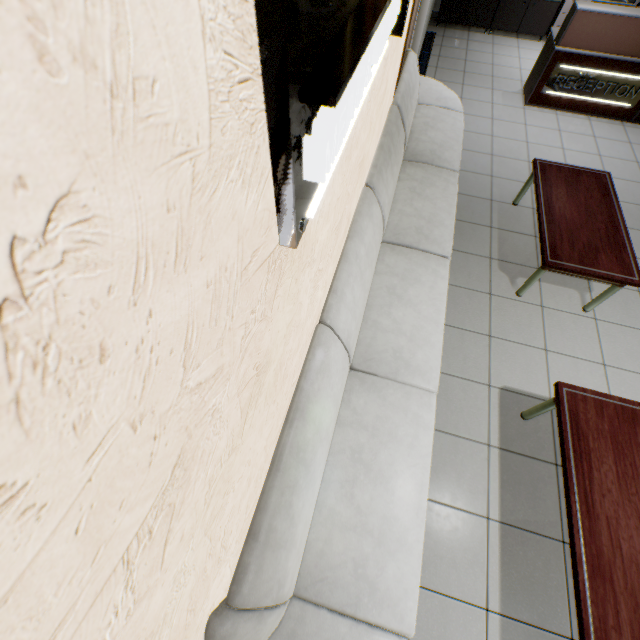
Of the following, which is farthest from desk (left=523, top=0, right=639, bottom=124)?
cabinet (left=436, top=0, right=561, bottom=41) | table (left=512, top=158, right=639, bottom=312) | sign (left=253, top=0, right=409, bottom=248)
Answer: sign (left=253, top=0, right=409, bottom=248)

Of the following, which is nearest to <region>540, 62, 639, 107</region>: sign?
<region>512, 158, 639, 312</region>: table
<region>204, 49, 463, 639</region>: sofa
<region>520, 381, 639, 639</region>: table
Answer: <region>204, 49, 463, 639</region>: sofa

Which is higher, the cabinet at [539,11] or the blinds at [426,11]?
the blinds at [426,11]

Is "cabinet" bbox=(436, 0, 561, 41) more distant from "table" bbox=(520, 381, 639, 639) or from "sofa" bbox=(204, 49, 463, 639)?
"table" bbox=(520, 381, 639, 639)

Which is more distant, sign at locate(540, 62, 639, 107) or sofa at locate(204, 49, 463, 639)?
sign at locate(540, 62, 639, 107)

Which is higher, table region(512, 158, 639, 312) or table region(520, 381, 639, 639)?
table region(512, 158, 639, 312)

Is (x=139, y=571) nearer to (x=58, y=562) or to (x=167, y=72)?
(x=58, y=562)

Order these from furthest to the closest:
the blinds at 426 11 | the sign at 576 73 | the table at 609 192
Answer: the sign at 576 73
the blinds at 426 11
the table at 609 192
